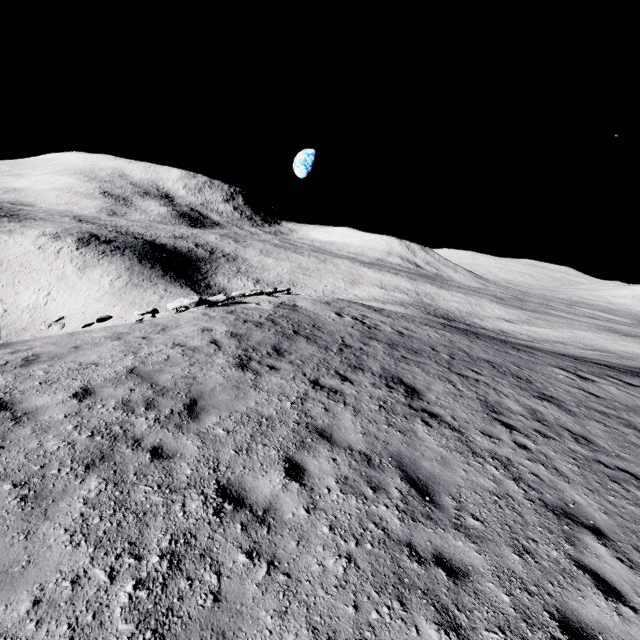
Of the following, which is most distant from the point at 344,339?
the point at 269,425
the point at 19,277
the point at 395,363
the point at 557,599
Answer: the point at 19,277
